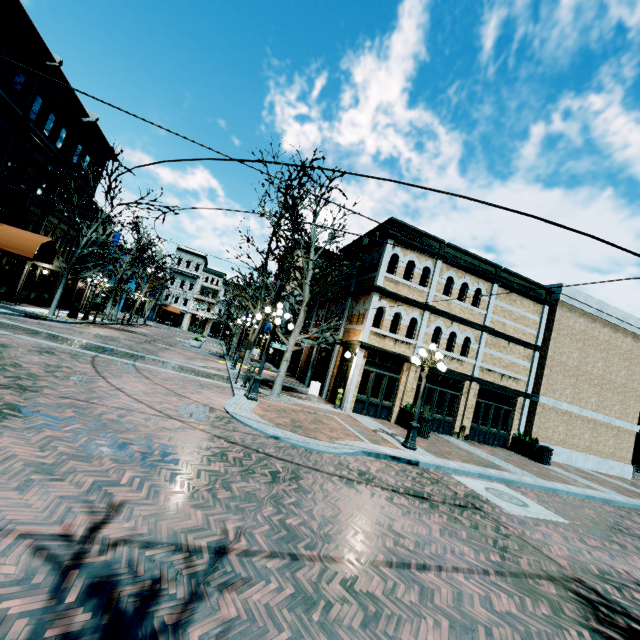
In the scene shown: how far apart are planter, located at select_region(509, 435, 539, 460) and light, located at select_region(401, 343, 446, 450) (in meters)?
9.67

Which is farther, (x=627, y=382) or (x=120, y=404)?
(x=627, y=382)

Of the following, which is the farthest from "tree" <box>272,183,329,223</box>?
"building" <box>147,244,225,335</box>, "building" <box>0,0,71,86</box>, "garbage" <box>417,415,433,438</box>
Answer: "building" <box>147,244,225,335</box>

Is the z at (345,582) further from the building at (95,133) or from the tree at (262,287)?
the tree at (262,287)

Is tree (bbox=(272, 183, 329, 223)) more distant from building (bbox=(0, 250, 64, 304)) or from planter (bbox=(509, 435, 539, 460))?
planter (bbox=(509, 435, 539, 460))

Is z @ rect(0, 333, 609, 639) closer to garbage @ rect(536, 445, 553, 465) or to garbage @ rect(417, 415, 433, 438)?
garbage @ rect(417, 415, 433, 438)

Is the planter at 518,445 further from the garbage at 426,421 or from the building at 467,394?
the garbage at 426,421

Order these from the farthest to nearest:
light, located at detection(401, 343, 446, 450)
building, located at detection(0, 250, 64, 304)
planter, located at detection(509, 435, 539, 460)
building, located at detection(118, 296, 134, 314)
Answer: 1. building, located at detection(118, 296, 134, 314)
2. building, located at detection(0, 250, 64, 304)
3. planter, located at detection(509, 435, 539, 460)
4. light, located at detection(401, 343, 446, 450)
